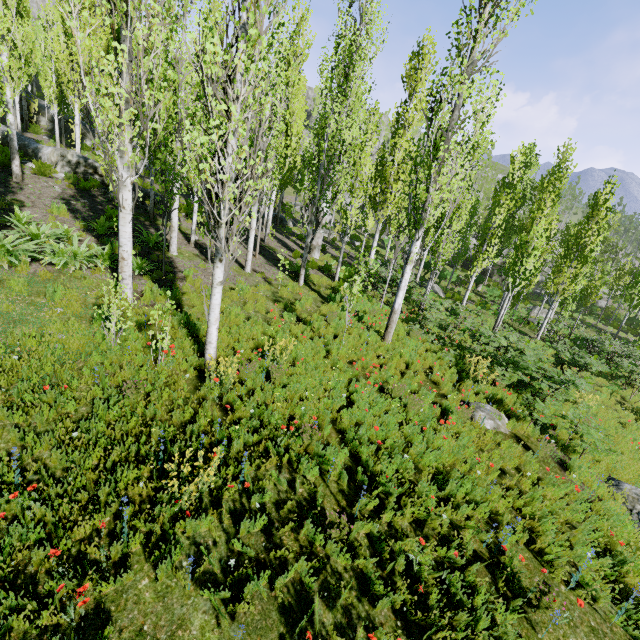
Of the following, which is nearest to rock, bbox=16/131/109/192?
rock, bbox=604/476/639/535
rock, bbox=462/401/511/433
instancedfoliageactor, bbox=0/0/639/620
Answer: instancedfoliageactor, bbox=0/0/639/620

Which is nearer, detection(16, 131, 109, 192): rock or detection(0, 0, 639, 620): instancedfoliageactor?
detection(0, 0, 639, 620): instancedfoliageactor

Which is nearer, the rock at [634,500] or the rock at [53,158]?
the rock at [634,500]

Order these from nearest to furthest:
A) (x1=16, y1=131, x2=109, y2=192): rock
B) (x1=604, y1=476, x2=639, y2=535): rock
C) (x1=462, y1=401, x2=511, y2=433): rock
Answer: (x1=604, y1=476, x2=639, y2=535): rock → (x1=462, y1=401, x2=511, y2=433): rock → (x1=16, y1=131, x2=109, y2=192): rock

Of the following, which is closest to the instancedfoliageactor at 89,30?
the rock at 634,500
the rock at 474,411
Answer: the rock at 474,411

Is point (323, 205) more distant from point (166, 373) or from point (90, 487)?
point (90, 487)

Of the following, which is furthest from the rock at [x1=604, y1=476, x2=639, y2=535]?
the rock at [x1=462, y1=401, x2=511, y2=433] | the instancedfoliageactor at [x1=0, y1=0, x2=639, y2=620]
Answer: the instancedfoliageactor at [x1=0, y1=0, x2=639, y2=620]
